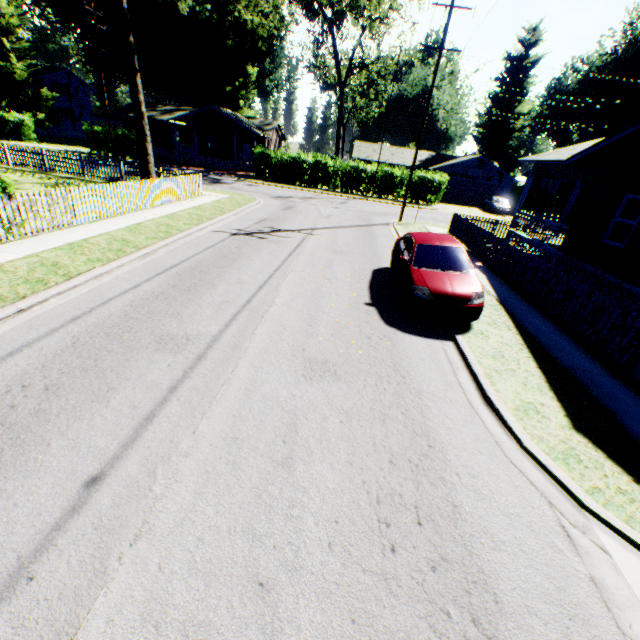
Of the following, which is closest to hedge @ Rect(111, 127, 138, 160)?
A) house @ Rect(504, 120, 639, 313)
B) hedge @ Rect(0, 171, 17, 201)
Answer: hedge @ Rect(0, 171, 17, 201)

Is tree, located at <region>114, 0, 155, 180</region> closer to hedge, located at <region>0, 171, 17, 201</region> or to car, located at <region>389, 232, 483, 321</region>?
hedge, located at <region>0, 171, 17, 201</region>

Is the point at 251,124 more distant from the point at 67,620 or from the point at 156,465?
the point at 67,620

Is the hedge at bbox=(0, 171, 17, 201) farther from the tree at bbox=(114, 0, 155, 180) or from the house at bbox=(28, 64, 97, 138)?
the house at bbox=(28, 64, 97, 138)

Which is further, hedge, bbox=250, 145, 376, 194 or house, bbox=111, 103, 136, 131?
house, bbox=111, 103, 136, 131

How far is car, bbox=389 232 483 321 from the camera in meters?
7.6 m

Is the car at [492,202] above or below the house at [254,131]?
below

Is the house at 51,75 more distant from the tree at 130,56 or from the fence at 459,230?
the fence at 459,230
